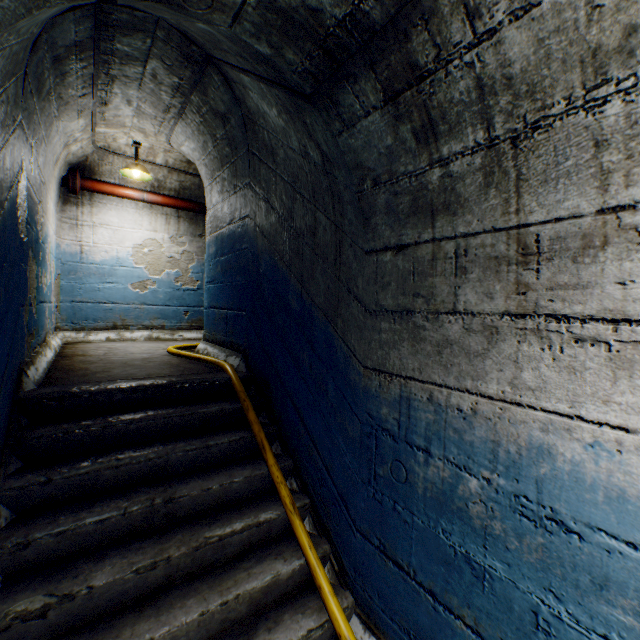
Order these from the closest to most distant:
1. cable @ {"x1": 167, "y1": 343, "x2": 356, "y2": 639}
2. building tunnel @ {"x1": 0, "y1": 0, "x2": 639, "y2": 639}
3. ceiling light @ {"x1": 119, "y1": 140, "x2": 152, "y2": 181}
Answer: building tunnel @ {"x1": 0, "y1": 0, "x2": 639, "y2": 639}, cable @ {"x1": 167, "y1": 343, "x2": 356, "y2": 639}, ceiling light @ {"x1": 119, "y1": 140, "x2": 152, "y2": 181}

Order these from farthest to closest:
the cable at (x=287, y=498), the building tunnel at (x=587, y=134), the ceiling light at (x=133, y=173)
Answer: the ceiling light at (x=133, y=173)
the cable at (x=287, y=498)
the building tunnel at (x=587, y=134)

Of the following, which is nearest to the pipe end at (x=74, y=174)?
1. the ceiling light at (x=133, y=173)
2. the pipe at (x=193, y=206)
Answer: the pipe at (x=193, y=206)

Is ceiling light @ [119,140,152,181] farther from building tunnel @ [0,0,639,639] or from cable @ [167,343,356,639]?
cable @ [167,343,356,639]

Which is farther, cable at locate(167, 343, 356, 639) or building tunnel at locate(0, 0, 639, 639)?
cable at locate(167, 343, 356, 639)

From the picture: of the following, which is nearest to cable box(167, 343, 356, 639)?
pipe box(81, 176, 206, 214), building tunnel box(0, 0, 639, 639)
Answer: building tunnel box(0, 0, 639, 639)

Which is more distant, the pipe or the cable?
A: the pipe

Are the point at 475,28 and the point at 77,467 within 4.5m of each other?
yes
